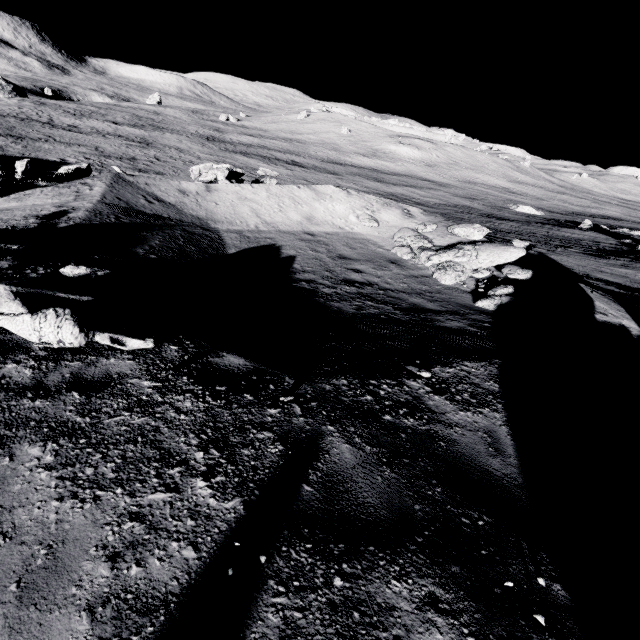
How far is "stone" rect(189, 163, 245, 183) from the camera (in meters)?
15.70

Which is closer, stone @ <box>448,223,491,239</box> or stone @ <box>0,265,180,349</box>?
stone @ <box>0,265,180,349</box>

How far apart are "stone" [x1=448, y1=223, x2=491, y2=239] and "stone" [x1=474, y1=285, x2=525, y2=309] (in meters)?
4.69

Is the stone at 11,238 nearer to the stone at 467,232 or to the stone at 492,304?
the stone at 492,304

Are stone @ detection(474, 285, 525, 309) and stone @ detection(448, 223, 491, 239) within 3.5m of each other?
no

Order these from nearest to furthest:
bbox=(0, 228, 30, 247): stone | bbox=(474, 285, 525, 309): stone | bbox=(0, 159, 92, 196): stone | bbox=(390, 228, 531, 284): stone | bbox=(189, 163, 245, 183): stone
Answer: bbox=(0, 228, 30, 247): stone, bbox=(474, 285, 525, 309): stone, bbox=(390, 228, 531, 284): stone, bbox=(0, 159, 92, 196): stone, bbox=(189, 163, 245, 183): stone

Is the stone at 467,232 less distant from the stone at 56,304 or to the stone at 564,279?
the stone at 564,279

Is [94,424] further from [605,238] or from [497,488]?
[605,238]
